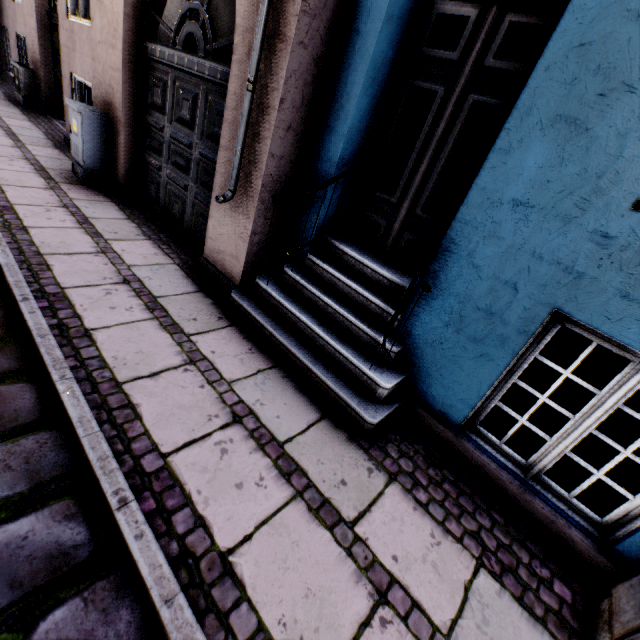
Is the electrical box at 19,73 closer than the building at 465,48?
No

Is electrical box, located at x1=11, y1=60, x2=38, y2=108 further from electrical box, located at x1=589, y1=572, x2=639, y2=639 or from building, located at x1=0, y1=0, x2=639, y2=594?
electrical box, located at x1=589, y1=572, x2=639, y2=639

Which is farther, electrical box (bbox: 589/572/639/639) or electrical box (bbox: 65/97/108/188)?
electrical box (bbox: 65/97/108/188)

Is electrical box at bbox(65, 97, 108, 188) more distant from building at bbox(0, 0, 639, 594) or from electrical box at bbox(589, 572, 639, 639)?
electrical box at bbox(589, 572, 639, 639)

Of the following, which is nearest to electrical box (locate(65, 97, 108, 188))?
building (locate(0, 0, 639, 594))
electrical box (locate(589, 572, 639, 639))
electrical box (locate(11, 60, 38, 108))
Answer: building (locate(0, 0, 639, 594))

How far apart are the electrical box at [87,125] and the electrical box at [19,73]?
5.4 meters

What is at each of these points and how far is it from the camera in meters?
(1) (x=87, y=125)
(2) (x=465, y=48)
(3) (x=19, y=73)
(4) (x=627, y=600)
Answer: (1) electrical box, 4.6 m
(2) building, 2.4 m
(3) electrical box, 7.8 m
(4) electrical box, 1.7 m

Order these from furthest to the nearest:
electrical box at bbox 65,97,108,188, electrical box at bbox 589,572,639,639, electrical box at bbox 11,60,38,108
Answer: electrical box at bbox 11,60,38,108
electrical box at bbox 65,97,108,188
electrical box at bbox 589,572,639,639
